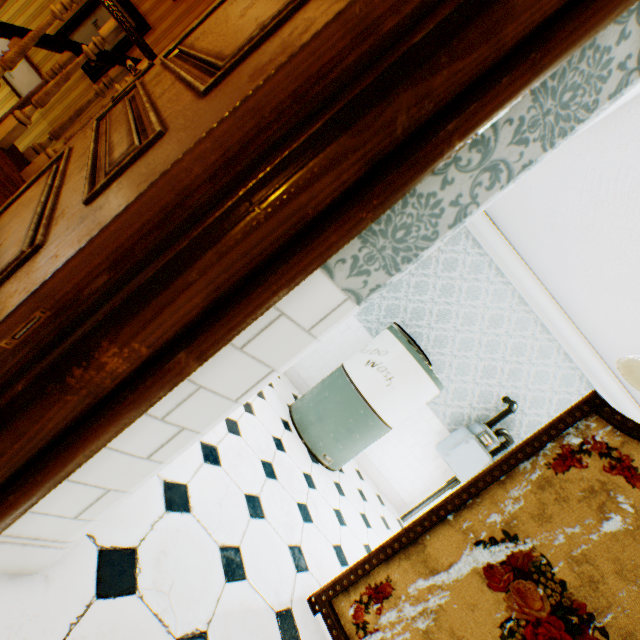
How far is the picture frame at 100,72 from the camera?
4.0 meters

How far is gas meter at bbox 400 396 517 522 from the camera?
3.8 meters

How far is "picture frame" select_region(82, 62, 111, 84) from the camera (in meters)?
4.02

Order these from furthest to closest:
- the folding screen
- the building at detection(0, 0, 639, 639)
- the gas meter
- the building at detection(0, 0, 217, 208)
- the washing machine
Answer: the gas meter < the washing machine < the building at detection(0, 0, 217, 208) < the folding screen < the building at detection(0, 0, 639, 639)

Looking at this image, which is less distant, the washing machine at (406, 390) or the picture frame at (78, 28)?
the washing machine at (406, 390)

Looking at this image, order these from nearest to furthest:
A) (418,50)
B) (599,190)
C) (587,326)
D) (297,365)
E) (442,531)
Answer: (418,50)
(442,531)
(599,190)
(587,326)
(297,365)

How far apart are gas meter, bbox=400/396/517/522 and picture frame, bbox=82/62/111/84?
6.3 meters

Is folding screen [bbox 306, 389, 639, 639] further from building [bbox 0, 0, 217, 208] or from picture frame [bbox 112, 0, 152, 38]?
picture frame [bbox 112, 0, 152, 38]
